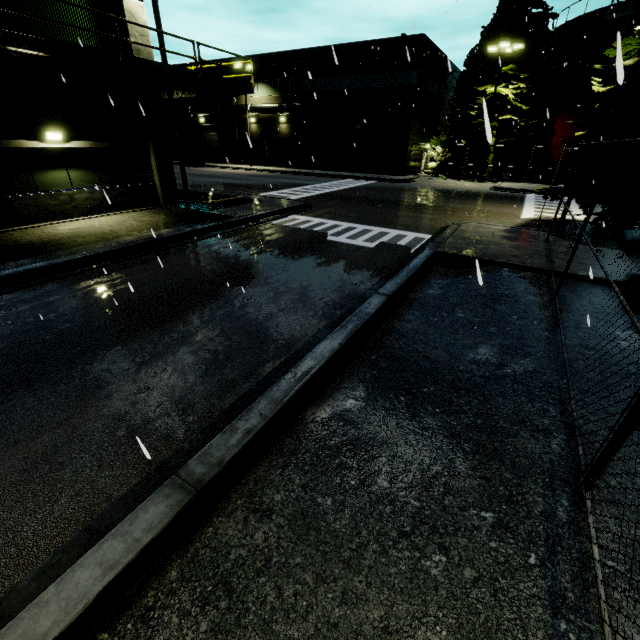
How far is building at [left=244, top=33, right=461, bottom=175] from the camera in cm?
2908

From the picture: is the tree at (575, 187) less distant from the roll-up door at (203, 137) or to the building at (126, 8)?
the building at (126, 8)

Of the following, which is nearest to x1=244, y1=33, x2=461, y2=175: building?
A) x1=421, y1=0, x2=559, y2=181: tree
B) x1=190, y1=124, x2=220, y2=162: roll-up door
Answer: x1=190, y1=124, x2=220, y2=162: roll-up door

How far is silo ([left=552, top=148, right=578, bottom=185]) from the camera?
27.34m

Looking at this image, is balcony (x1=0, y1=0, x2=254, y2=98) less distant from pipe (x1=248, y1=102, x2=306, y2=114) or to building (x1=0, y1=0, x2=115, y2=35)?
building (x1=0, y1=0, x2=115, y2=35)

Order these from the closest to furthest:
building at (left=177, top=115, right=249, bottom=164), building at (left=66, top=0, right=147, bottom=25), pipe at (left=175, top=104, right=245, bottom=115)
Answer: building at (left=66, top=0, right=147, bottom=25), pipe at (left=175, top=104, right=245, bottom=115), building at (left=177, top=115, right=249, bottom=164)

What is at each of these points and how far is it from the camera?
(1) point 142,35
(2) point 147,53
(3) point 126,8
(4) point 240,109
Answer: (1) building, 12.8 meters
(2) building, 13.2 meters
(3) building, 12.1 meters
(4) pipe, 36.9 meters

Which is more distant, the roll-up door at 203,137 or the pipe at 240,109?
the roll-up door at 203,137
